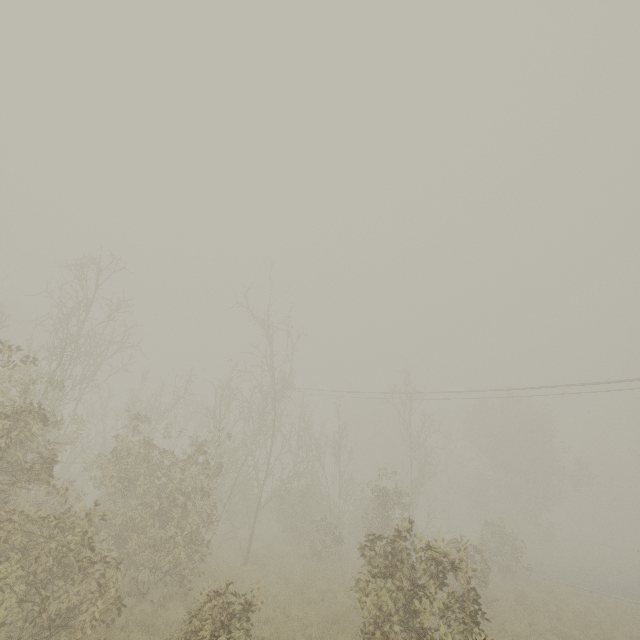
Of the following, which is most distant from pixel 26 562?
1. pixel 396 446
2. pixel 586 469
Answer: pixel 586 469
